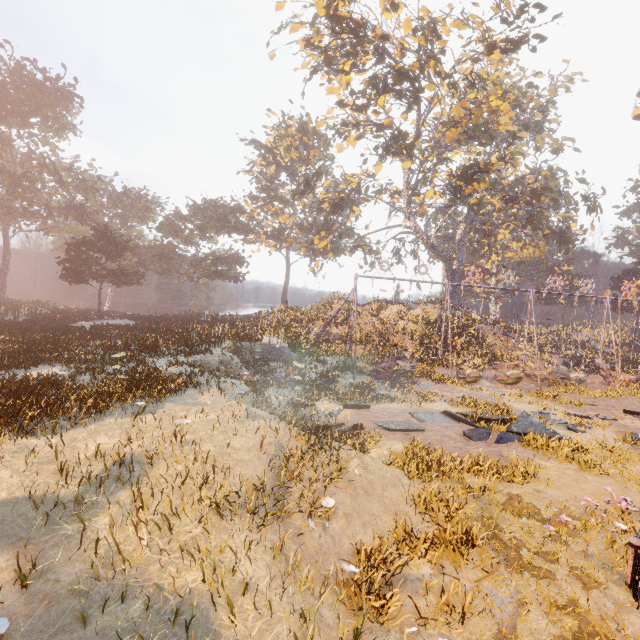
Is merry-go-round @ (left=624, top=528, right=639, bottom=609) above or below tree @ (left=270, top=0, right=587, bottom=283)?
below

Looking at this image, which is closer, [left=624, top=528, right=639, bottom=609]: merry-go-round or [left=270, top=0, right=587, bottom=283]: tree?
[left=624, top=528, right=639, bottom=609]: merry-go-round

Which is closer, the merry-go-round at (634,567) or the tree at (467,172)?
the merry-go-round at (634,567)

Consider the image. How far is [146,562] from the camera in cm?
445

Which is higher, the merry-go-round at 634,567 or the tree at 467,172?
the tree at 467,172
